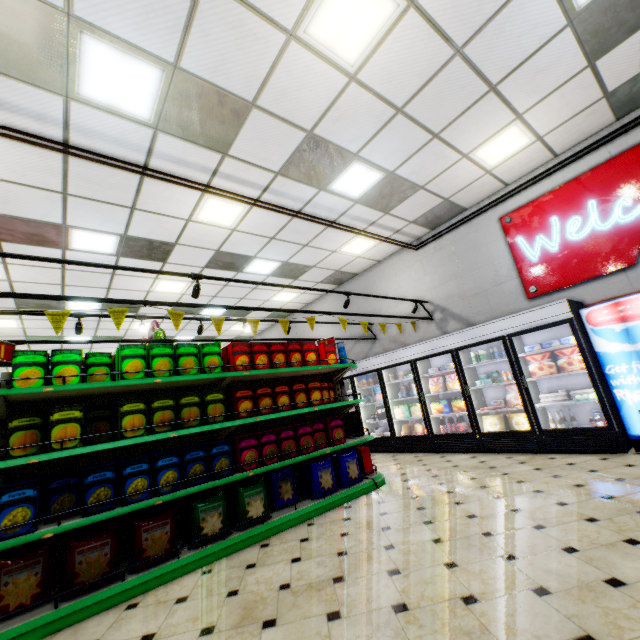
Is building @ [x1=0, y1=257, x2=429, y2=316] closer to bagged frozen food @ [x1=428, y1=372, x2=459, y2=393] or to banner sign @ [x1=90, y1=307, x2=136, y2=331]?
banner sign @ [x1=90, y1=307, x2=136, y2=331]

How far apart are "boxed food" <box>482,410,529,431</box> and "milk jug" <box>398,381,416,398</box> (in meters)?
1.46

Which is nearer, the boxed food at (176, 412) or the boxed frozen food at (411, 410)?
the boxed food at (176, 412)

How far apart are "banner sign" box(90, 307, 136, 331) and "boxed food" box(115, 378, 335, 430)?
0.8 meters

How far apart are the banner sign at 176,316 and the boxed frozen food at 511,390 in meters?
5.5 m

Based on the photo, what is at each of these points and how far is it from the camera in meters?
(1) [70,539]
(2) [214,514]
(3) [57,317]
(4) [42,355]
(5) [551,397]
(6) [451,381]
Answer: (1) packaged food, 2.8
(2) packaged food, 3.5
(3) banner sign, 3.4
(4) boxed food, 3.1
(5) egg carton, 5.4
(6) bagged frozen food, 6.6

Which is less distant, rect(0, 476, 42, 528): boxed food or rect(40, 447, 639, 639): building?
rect(40, 447, 639, 639): building

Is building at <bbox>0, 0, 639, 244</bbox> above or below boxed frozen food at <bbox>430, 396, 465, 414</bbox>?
above
